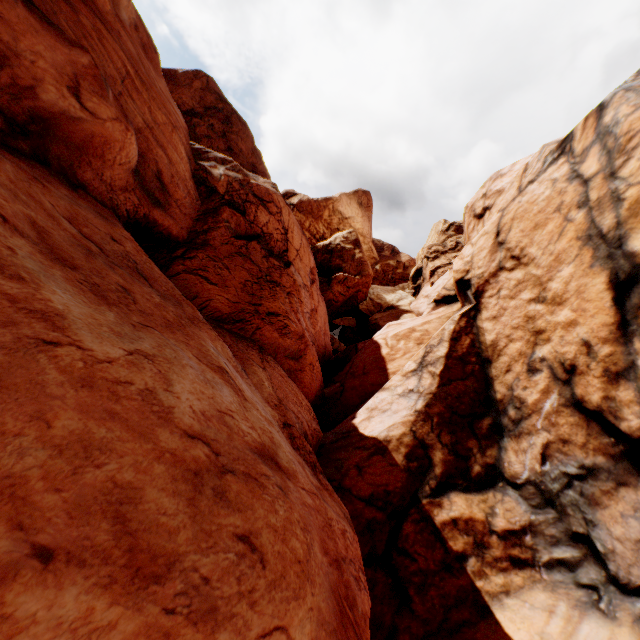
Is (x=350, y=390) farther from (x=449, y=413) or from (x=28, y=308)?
(x=28, y=308)
